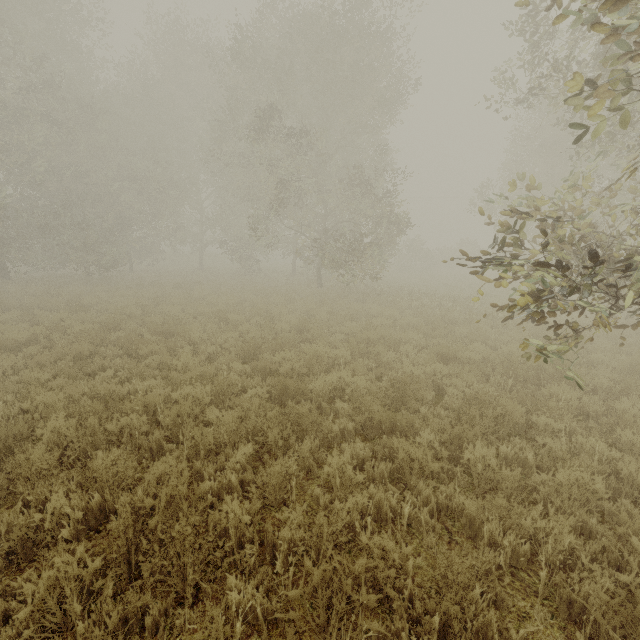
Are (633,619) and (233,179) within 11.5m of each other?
no
